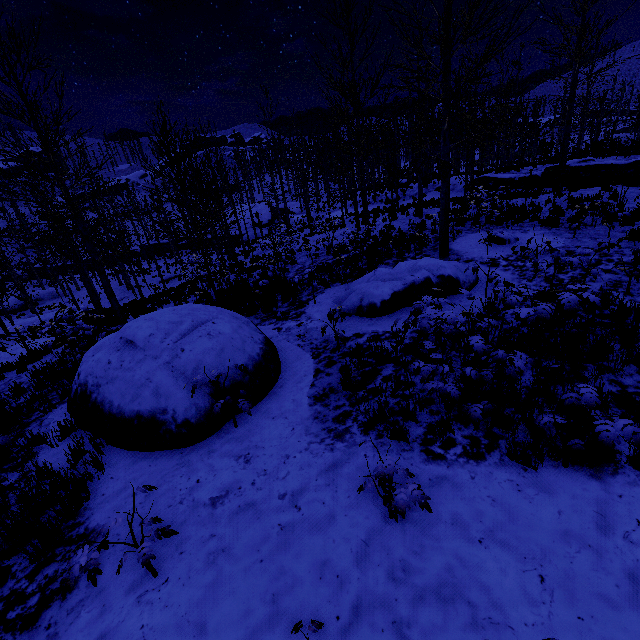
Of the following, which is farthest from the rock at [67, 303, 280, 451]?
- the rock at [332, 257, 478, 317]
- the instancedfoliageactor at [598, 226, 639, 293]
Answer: the instancedfoliageactor at [598, 226, 639, 293]

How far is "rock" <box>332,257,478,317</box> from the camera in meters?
7.7

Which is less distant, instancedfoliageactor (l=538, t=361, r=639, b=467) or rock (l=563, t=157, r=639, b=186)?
instancedfoliageactor (l=538, t=361, r=639, b=467)

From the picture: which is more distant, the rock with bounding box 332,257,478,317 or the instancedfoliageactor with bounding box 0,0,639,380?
the instancedfoliageactor with bounding box 0,0,639,380

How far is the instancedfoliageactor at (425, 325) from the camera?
3.43m

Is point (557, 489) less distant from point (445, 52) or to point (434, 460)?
point (434, 460)

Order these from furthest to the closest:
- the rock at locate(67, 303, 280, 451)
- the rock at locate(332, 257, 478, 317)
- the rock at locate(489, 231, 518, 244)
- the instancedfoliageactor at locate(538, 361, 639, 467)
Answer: the rock at locate(489, 231, 518, 244) → the rock at locate(332, 257, 478, 317) → the rock at locate(67, 303, 280, 451) → the instancedfoliageactor at locate(538, 361, 639, 467)

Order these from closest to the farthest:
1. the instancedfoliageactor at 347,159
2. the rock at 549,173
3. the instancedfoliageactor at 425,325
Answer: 1. the instancedfoliageactor at 425,325
2. the instancedfoliageactor at 347,159
3. the rock at 549,173
